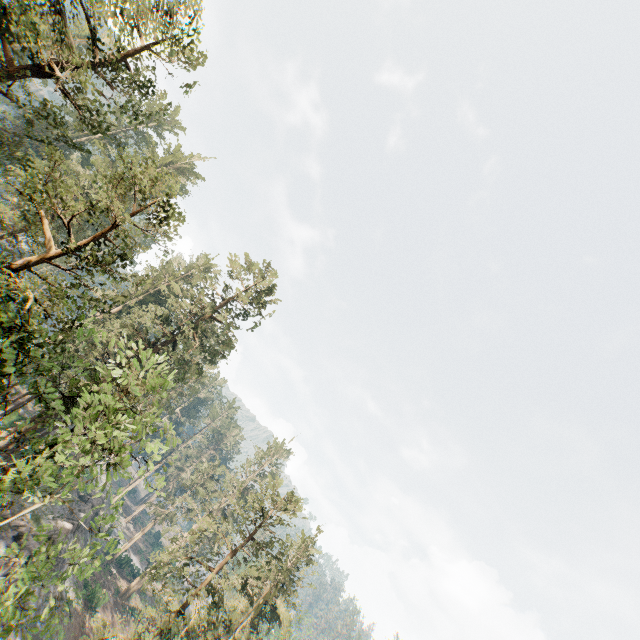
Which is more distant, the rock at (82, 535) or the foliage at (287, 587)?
the rock at (82, 535)

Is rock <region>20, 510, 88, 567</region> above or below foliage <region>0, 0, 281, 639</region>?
below

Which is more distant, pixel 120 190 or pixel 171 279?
pixel 171 279

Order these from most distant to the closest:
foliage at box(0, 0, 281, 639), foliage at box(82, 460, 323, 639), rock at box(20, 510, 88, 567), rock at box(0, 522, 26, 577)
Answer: rock at box(20, 510, 88, 567), rock at box(0, 522, 26, 577), foliage at box(82, 460, 323, 639), foliage at box(0, 0, 281, 639)

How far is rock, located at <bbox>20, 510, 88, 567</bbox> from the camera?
27.6m

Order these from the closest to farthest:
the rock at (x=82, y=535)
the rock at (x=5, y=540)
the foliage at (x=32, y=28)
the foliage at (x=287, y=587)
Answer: the foliage at (x=32, y=28) < the foliage at (x=287, y=587) < the rock at (x=5, y=540) < the rock at (x=82, y=535)
